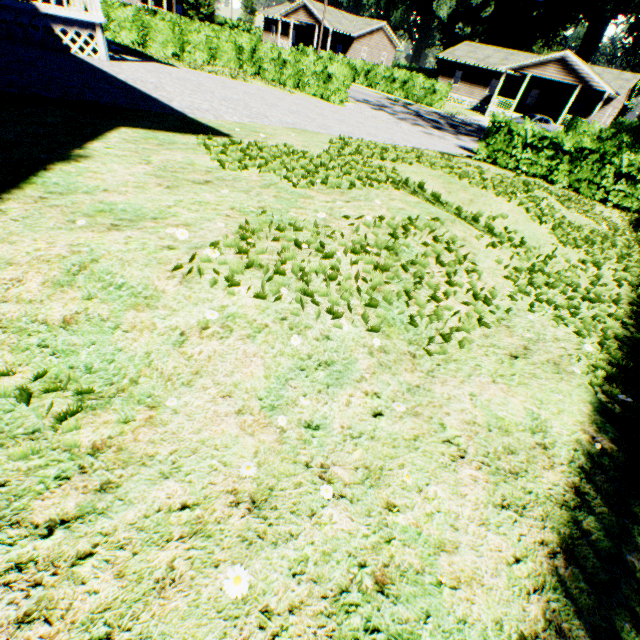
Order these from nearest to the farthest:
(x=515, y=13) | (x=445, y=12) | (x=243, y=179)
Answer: (x=243, y=179) → (x=515, y=13) → (x=445, y=12)

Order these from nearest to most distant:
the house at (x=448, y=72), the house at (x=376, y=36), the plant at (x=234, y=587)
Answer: the plant at (x=234, y=587) < the house at (x=448, y=72) < the house at (x=376, y=36)

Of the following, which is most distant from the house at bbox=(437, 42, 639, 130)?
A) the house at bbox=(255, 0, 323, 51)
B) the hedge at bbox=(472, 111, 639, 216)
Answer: the house at bbox=(255, 0, 323, 51)

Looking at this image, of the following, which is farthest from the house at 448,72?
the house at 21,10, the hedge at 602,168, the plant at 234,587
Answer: the plant at 234,587

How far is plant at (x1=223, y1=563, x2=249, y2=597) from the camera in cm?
118

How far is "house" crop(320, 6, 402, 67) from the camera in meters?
42.8 m

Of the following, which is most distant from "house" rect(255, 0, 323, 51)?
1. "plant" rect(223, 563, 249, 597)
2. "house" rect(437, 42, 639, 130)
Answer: "plant" rect(223, 563, 249, 597)

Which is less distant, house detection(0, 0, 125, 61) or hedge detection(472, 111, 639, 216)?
house detection(0, 0, 125, 61)
